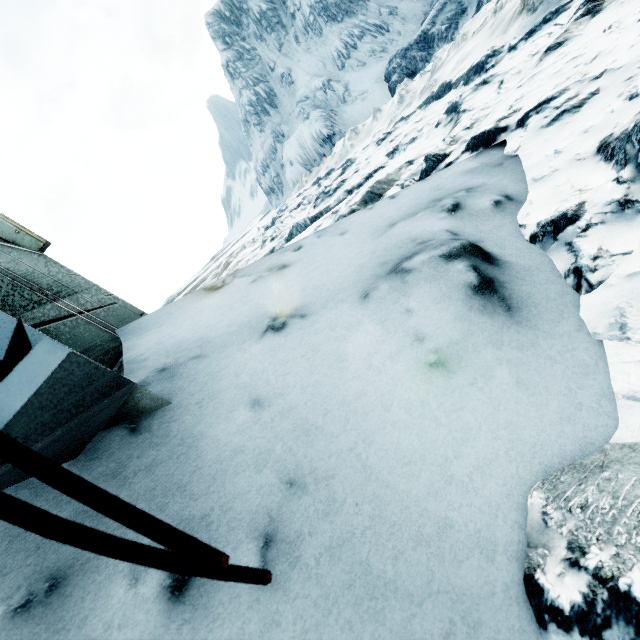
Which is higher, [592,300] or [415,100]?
[592,300]
